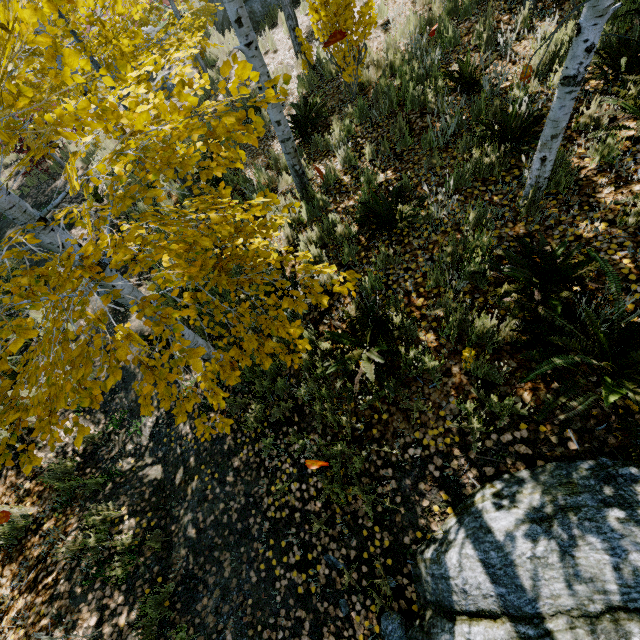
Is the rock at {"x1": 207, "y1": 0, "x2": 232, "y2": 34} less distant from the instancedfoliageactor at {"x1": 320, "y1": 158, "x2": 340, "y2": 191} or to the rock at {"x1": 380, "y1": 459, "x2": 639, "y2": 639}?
the instancedfoliageactor at {"x1": 320, "y1": 158, "x2": 340, "y2": 191}

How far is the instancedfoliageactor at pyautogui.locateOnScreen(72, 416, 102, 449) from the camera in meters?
2.0

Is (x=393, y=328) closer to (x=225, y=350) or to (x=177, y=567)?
(x=225, y=350)

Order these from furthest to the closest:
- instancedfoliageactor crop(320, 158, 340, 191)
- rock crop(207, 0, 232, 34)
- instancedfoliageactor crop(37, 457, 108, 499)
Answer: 1. rock crop(207, 0, 232, 34)
2. instancedfoliageactor crop(320, 158, 340, 191)
3. instancedfoliageactor crop(37, 457, 108, 499)

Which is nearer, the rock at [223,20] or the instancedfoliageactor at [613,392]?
the instancedfoliageactor at [613,392]

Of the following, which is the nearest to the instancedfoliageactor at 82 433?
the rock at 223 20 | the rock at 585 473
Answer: the rock at 585 473
